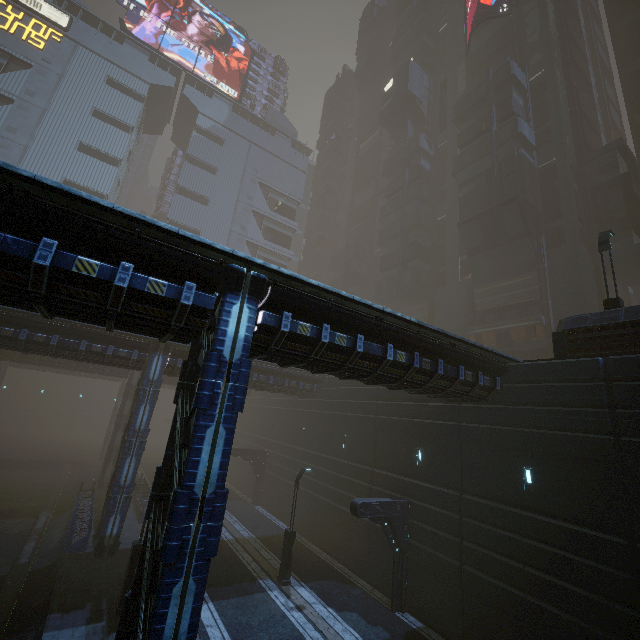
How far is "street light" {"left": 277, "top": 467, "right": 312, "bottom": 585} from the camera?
16.8m

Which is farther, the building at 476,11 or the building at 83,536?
the building at 476,11

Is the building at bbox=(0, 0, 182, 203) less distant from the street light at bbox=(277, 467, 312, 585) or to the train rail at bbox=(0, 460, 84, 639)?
the train rail at bbox=(0, 460, 84, 639)

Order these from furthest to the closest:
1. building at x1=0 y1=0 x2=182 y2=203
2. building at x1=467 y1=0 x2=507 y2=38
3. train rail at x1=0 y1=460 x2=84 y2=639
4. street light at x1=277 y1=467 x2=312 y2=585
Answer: building at x1=467 y1=0 x2=507 y2=38 → building at x1=0 y1=0 x2=182 y2=203 → street light at x1=277 y1=467 x2=312 y2=585 → train rail at x1=0 y1=460 x2=84 y2=639

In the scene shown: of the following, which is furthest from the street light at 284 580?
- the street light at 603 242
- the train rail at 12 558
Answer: the street light at 603 242

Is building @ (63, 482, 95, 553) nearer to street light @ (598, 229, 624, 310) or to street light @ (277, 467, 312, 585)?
street light @ (598, 229, 624, 310)

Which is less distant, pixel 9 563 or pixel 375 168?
pixel 9 563

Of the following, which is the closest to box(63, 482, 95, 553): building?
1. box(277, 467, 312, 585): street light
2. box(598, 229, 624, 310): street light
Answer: box(598, 229, 624, 310): street light
